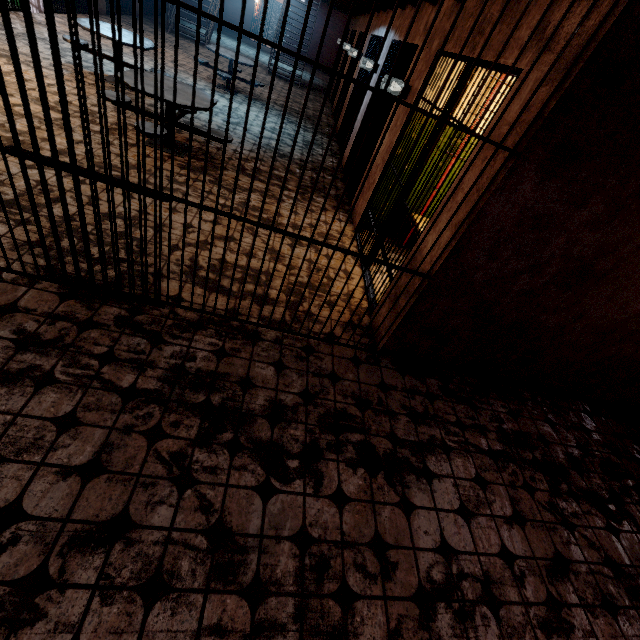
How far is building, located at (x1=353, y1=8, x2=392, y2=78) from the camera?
6.71m

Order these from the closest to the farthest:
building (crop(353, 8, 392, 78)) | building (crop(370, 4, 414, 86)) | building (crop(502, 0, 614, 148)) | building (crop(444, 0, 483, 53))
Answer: building (crop(502, 0, 614, 148))
building (crop(444, 0, 483, 53))
building (crop(370, 4, 414, 86))
building (crop(353, 8, 392, 78))

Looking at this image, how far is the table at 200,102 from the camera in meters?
4.5

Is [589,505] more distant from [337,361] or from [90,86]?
[90,86]

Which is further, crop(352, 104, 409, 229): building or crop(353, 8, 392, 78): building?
crop(353, 8, 392, 78): building

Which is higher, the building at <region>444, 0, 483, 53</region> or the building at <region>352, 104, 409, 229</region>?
the building at <region>444, 0, 483, 53</region>

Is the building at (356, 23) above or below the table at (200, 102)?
above
